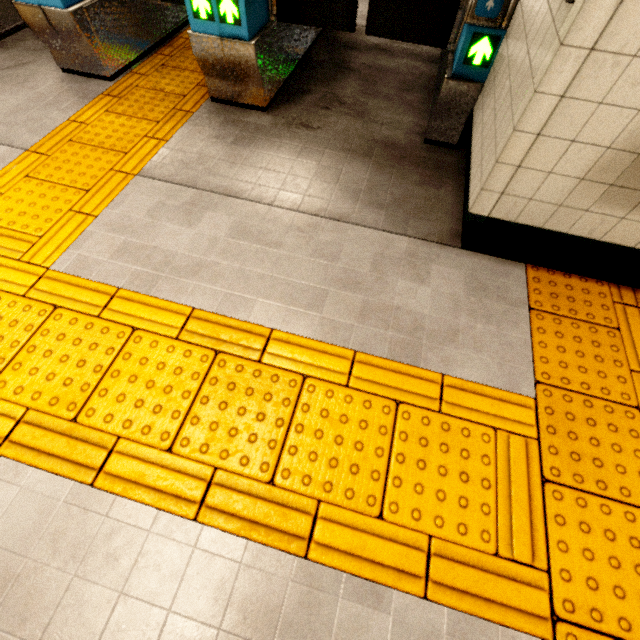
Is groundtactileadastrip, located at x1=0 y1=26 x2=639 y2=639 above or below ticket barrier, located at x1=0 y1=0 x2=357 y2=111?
below

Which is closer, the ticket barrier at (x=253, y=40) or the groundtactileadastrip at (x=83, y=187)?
the groundtactileadastrip at (x=83, y=187)

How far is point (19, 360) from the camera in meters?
1.5

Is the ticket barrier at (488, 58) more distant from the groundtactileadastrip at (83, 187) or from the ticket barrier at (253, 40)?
the groundtactileadastrip at (83, 187)

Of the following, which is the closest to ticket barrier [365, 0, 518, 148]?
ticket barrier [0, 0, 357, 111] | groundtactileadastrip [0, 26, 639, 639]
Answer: ticket barrier [0, 0, 357, 111]

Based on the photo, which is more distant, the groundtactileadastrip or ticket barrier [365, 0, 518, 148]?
ticket barrier [365, 0, 518, 148]

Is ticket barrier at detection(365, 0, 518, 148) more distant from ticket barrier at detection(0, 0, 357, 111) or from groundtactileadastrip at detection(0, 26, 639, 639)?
groundtactileadastrip at detection(0, 26, 639, 639)
